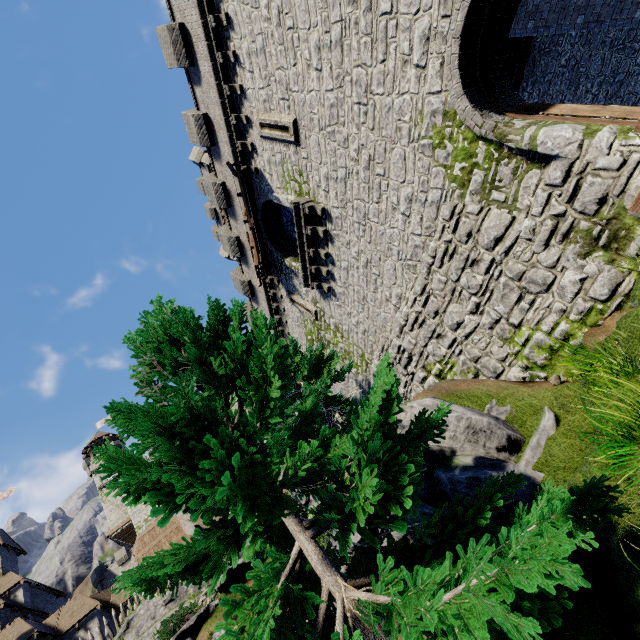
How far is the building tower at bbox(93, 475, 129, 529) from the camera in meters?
54.0 m

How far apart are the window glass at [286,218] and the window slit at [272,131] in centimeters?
284cm

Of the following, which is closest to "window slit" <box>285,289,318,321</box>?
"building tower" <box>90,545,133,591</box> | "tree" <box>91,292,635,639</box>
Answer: "tree" <box>91,292,635,639</box>

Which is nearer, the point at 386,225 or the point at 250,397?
the point at 250,397

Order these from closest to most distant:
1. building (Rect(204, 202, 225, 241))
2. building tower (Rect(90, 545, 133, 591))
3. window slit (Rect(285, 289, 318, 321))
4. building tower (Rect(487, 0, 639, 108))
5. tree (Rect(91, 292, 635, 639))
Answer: tree (Rect(91, 292, 635, 639)) < building tower (Rect(487, 0, 639, 108)) < window slit (Rect(285, 289, 318, 321)) < building (Rect(204, 202, 225, 241)) < building tower (Rect(90, 545, 133, 591))

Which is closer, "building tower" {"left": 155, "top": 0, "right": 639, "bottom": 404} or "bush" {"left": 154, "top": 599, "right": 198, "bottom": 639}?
"building tower" {"left": 155, "top": 0, "right": 639, "bottom": 404}

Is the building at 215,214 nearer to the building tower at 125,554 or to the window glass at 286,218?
the window glass at 286,218

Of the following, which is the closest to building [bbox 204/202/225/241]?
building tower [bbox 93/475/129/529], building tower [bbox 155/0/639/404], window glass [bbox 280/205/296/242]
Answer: building tower [bbox 155/0/639/404]
